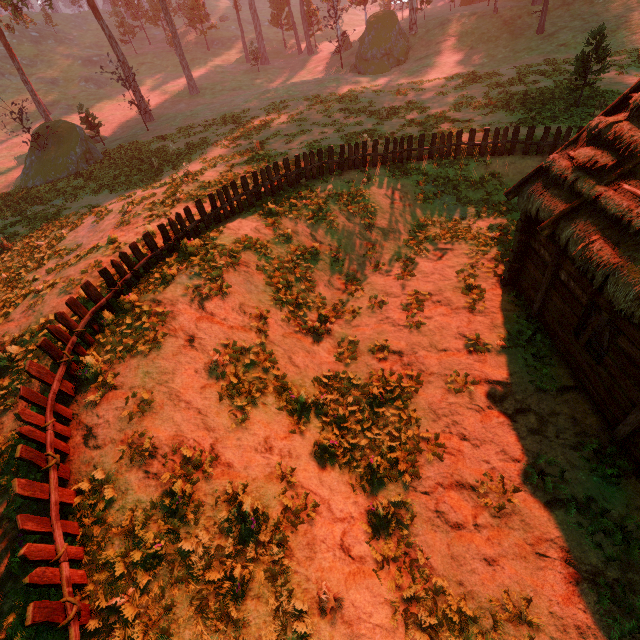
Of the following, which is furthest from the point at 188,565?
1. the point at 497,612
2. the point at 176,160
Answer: the point at 176,160

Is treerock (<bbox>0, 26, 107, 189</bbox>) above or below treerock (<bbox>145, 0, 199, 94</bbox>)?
below

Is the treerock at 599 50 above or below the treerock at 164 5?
below

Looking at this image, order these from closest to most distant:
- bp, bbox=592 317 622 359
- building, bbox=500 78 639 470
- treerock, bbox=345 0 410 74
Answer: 1. building, bbox=500 78 639 470
2. bp, bbox=592 317 622 359
3. treerock, bbox=345 0 410 74

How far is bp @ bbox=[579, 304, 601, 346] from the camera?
7.4m

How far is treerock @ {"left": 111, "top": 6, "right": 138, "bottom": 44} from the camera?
53.3 meters

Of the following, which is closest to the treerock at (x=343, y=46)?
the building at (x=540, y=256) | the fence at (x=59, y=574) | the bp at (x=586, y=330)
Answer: the building at (x=540, y=256)
